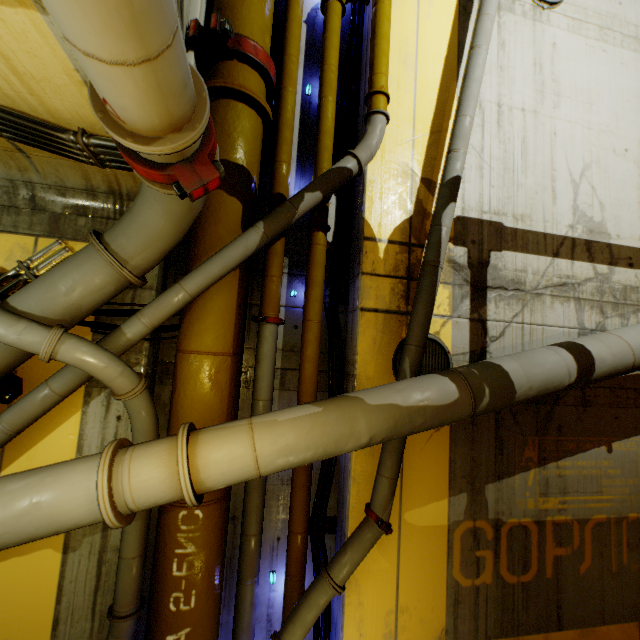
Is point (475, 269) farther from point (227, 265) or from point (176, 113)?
point (176, 113)

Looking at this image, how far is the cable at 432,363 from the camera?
4.15m

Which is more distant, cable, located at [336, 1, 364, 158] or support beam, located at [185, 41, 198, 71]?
cable, located at [336, 1, 364, 158]

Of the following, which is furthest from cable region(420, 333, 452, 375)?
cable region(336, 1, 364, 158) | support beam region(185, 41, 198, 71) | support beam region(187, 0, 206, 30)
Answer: support beam region(187, 0, 206, 30)

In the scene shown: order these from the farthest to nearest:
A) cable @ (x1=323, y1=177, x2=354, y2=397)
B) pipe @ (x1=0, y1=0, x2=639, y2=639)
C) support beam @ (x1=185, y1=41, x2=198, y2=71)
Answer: cable @ (x1=323, y1=177, x2=354, y2=397) → support beam @ (x1=185, y1=41, x2=198, y2=71) → pipe @ (x1=0, y1=0, x2=639, y2=639)

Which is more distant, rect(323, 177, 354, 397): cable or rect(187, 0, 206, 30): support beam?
rect(323, 177, 354, 397): cable

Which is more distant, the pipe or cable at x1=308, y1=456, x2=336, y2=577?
cable at x1=308, y1=456, x2=336, y2=577

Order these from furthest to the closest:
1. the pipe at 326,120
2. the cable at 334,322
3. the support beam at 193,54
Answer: the cable at 334,322
the support beam at 193,54
the pipe at 326,120
